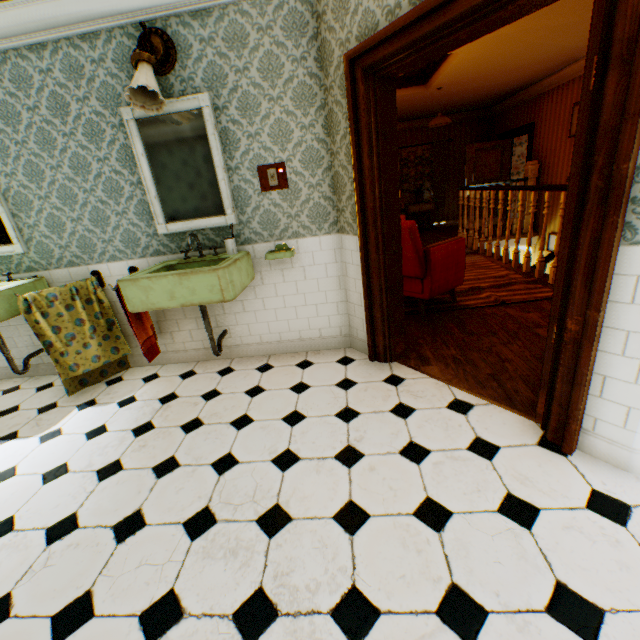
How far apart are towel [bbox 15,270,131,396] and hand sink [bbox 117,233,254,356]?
0.7 meters

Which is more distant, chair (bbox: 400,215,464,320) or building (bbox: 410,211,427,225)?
building (bbox: 410,211,427,225)

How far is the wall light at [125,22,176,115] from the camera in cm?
228

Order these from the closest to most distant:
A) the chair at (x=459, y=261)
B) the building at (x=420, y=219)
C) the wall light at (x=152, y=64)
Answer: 1. the wall light at (x=152, y=64)
2. the chair at (x=459, y=261)
3. the building at (x=420, y=219)

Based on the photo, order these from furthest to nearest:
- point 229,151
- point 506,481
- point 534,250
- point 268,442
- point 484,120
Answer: point 484,120, point 534,250, point 229,151, point 268,442, point 506,481

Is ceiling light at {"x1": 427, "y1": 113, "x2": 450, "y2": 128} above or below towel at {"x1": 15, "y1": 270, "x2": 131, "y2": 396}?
above

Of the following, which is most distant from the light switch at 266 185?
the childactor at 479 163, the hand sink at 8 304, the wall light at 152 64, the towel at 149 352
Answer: the childactor at 479 163

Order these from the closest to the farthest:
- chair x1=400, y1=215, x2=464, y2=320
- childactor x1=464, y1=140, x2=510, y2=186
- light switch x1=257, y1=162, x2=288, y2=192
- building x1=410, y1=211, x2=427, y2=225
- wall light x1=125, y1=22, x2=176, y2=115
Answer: wall light x1=125, y1=22, x2=176, y2=115 → light switch x1=257, y1=162, x2=288, y2=192 → chair x1=400, y1=215, x2=464, y2=320 → childactor x1=464, y1=140, x2=510, y2=186 → building x1=410, y1=211, x2=427, y2=225
